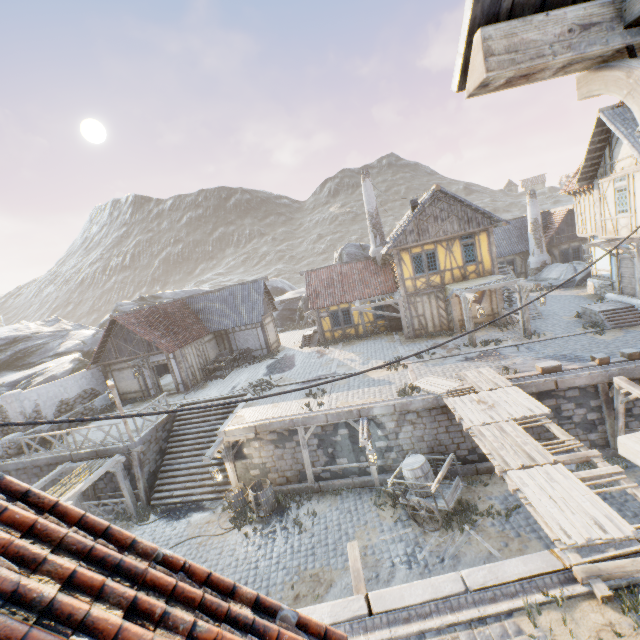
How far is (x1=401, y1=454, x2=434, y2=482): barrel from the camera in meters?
11.1 m

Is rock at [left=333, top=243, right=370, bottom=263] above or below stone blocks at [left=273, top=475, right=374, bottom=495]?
above

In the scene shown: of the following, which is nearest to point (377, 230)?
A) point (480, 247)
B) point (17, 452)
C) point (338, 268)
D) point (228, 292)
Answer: point (338, 268)

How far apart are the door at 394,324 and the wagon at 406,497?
11.81m

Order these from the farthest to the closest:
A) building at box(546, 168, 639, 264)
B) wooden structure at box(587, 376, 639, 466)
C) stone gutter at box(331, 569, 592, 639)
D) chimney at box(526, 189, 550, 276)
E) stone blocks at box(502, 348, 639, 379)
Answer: chimney at box(526, 189, 550, 276) → building at box(546, 168, 639, 264) → stone blocks at box(502, 348, 639, 379) → stone gutter at box(331, 569, 592, 639) → wooden structure at box(587, 376, 639, 466)

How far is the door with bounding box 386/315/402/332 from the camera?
23.30m

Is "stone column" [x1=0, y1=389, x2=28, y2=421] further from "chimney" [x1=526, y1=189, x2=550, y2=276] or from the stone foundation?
"chimney" [x1=526, y1=189, x2=550, y2=276]

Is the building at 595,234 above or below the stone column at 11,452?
above
